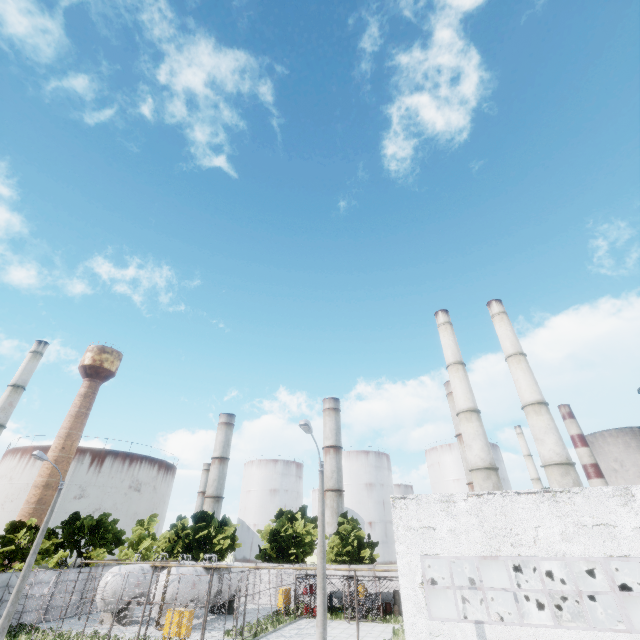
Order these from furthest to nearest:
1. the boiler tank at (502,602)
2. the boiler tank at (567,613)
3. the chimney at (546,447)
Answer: the chimney at (546,447) < the boiler tank at (502,602) < the boiler tank at (567,613)

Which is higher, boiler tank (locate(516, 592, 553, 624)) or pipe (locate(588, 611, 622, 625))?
boiler tank (locate(516, 592, 553, 624))

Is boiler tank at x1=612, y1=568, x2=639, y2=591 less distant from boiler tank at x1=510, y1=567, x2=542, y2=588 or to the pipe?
boiler tank at x1=510, y1=567, x2=542, y2=588

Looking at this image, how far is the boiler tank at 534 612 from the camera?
18.3m

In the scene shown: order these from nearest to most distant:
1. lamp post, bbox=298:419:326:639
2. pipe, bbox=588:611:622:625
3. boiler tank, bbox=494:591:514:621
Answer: lamp post, bbox=298:419:326:639 < boiler tank, bbox=494:591:514:621 < pipe, bbox=588:611:622:625

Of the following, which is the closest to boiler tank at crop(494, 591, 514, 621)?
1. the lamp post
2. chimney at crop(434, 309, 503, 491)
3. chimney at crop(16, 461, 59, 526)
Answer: chimney at crop(434, 309, 503, 491)

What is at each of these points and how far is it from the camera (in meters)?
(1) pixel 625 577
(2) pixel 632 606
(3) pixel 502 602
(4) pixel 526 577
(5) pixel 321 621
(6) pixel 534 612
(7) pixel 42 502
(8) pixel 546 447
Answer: (1) boiler tank, 22.83
(2) boiler tank, 20.14
(3) boiler tank, 20.86
(4) boiler tank, 20.23
(5) lamp post, 12.14
(6) boiler tank, 18.59
(7) chimney, 56.53
(8) chimney, 32.84

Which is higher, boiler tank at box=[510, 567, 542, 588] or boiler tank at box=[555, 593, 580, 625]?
boiler tank at box=[510, 567, 542, 588]
